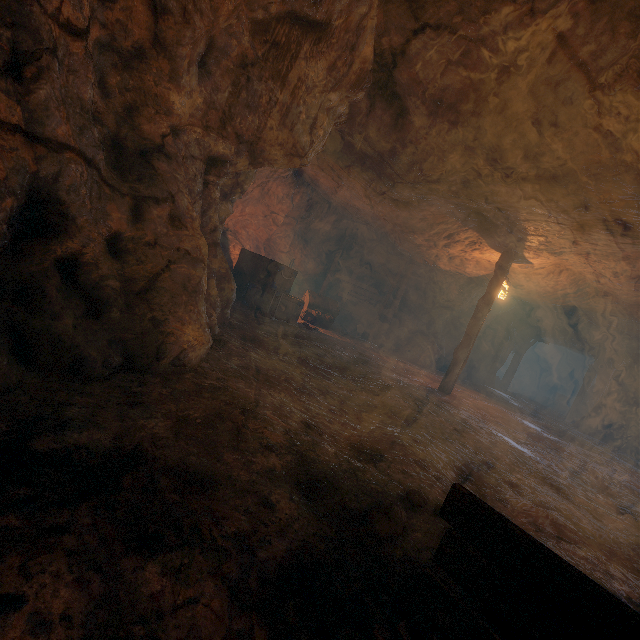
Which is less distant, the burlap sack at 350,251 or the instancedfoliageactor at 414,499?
the instancedfoliageactor at 414,499

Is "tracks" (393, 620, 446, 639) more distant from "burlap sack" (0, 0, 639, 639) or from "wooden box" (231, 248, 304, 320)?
"wooden box" (231, 248, 304, 320)

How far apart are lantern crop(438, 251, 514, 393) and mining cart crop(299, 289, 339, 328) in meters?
4.8

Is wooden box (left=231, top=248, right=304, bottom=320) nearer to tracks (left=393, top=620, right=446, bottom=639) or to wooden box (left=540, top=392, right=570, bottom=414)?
tracks (left=393, top=620, right=446, bottom=639)

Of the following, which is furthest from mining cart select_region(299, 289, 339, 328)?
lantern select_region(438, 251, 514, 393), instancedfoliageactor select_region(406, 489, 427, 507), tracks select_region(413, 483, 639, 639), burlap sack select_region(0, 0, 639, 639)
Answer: tracks select_region(413, 483, 639, 639)

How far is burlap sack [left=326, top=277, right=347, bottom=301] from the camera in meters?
17.6

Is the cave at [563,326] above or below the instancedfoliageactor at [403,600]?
above

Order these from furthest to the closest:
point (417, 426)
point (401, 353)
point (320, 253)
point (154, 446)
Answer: point (320, 253) < point (401, 353) < point (417, 426) < point (154, 446)
